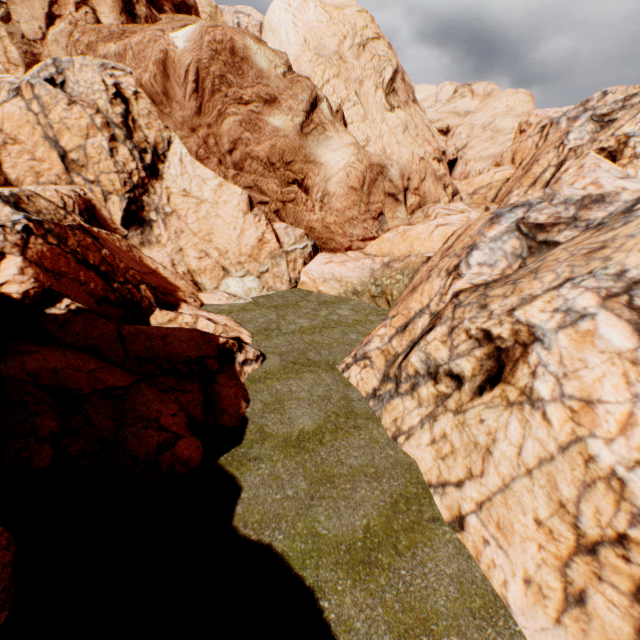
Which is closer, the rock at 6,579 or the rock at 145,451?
the rock at 6,579

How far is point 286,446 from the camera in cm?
838

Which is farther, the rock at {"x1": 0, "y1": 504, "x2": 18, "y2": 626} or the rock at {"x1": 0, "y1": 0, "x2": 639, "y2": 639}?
the rock at {"x1": 0, "y1": 0, "x2": 639, "y2": 639}
